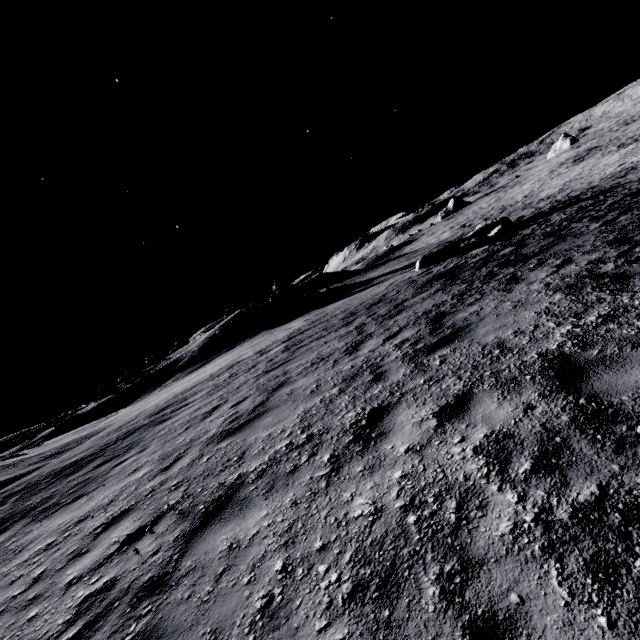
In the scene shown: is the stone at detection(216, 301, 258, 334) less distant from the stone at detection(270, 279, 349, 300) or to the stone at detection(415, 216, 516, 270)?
the stone at detection(270, 279, 349, 300)

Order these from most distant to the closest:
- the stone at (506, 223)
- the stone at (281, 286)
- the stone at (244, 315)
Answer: the stone at (281, 286) → the stone at (244, 315) → the stone at (506, 223)

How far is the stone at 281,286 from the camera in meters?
33.6 m

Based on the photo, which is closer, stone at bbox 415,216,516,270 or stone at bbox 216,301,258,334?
stone at bbox 415,216,516,270

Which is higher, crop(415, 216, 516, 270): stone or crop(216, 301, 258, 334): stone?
crop(216, 301, 258, 334): stone

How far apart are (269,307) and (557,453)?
31.99m
